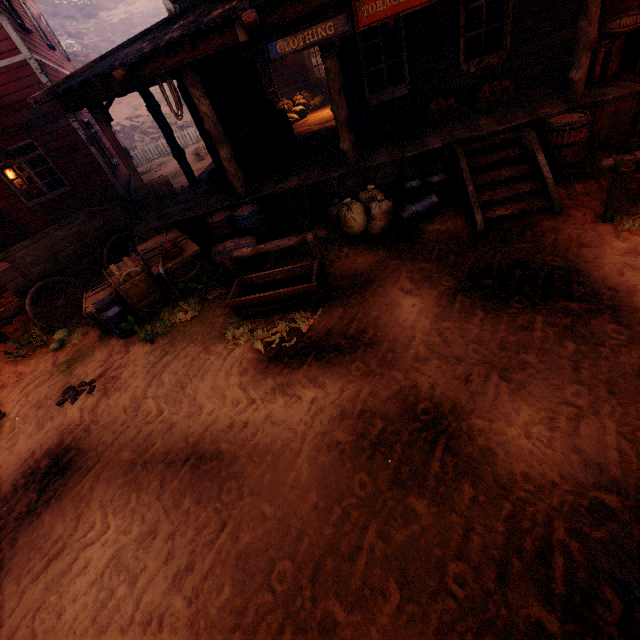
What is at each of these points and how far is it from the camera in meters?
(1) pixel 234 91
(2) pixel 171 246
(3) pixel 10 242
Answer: (1) building, 7.3
(2) dynamite, 6.2
(3) barrel, 10.0

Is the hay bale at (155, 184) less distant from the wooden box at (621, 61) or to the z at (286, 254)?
the z at (286, 254)

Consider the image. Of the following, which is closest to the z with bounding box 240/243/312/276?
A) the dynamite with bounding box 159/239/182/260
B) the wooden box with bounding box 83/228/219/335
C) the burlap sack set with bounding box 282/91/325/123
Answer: the wooden box with bounding box 83/228/219/335

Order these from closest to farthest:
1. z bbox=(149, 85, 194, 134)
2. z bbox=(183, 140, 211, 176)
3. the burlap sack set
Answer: the burlap sack set, z bbox=(183, 140, 211, 176), z bbox=(149, 85, 194, 134)

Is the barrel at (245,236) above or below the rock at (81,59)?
below

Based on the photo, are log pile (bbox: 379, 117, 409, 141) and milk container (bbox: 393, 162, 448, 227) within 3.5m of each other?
yes

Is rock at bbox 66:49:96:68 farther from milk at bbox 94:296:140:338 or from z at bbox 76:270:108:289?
milk at bbox 94:296:140:338

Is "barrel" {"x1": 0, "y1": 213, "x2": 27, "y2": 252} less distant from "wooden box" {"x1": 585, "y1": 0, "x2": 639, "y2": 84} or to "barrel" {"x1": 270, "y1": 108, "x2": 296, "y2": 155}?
"barrel" {"x1": 270, "y1": 108, "x2": 296, "y2": 155}
